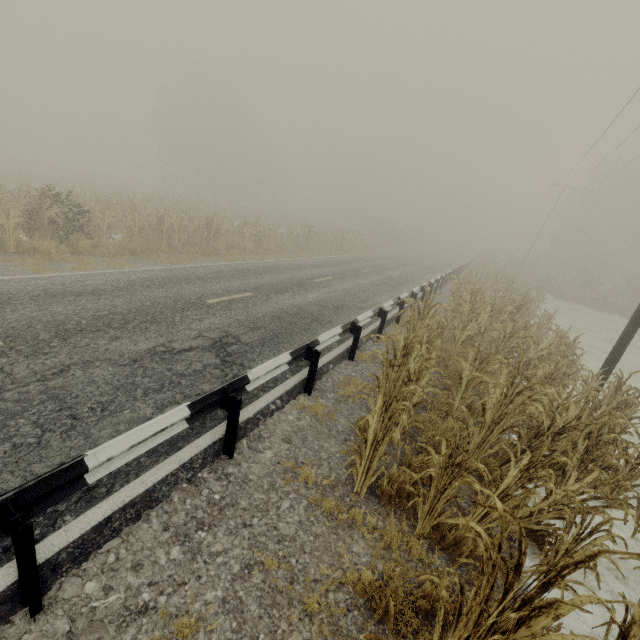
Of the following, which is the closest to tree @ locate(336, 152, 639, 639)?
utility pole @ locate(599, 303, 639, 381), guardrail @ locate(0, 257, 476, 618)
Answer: utility pole @ locate(599, 303, 639, 381)

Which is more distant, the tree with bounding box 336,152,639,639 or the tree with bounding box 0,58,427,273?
the tree with bounding box 0,58,427,273

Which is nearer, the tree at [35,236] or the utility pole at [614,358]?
the utility pole at [614,358]

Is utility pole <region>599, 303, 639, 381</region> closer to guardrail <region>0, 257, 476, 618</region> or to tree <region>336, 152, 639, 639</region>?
tree <region>336, 152, 639, 639</region>

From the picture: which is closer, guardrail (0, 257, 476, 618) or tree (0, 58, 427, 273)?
guardrail (0, 257, 476, 618)

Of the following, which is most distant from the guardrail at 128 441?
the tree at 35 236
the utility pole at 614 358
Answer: the utility pole at 614 358

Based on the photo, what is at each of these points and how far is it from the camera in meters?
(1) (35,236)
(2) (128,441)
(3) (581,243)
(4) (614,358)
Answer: (1) tree, 10.6 m
(2) guardrail, 2.9 m
(3) tree, 43.9 m
(4) utility pole, 9.2 m

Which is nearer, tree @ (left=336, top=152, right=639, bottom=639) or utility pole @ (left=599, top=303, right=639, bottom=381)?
tree @ (left=336, top=152, right=639, bottom=639)
